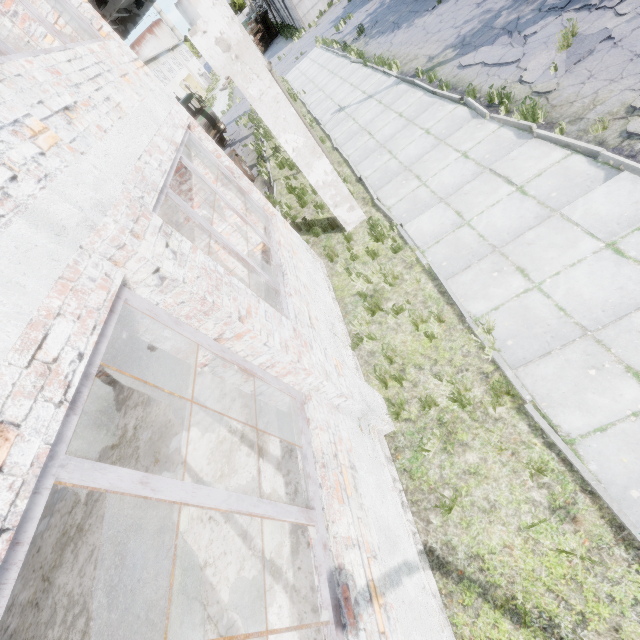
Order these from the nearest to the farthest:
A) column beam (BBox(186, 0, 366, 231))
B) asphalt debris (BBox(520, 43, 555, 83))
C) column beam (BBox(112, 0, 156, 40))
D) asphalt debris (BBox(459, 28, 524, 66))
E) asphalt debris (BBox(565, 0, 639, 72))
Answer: column beam (BBox(186, 0, 366, 231)) < asphalt debris (BBox(565, 0, 639, 72)) < asphalt debris (BBox(520, 43, 555, 83)) < asphalt debris (BBox(459, 28, 524, 66)) < column beam (BBox(112, 0, 156, 40))

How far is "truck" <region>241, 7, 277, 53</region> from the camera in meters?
37.8 m

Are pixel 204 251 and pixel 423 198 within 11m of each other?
yes

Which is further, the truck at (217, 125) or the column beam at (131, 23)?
the truck at (217, 125)

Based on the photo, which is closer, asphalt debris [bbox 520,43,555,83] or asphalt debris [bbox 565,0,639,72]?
asphalt debris [bbox 565,0,639,72]

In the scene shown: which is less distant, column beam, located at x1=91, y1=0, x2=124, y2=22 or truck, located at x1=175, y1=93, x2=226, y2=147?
column beam, located at x1=91, y1=0, x2=124, y2=22

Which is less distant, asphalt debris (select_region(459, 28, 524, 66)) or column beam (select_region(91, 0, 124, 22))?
asphalt debris (select_region(459, 28, 524, 66))

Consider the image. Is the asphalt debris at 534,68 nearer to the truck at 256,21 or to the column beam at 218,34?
the column beam at 218,34
